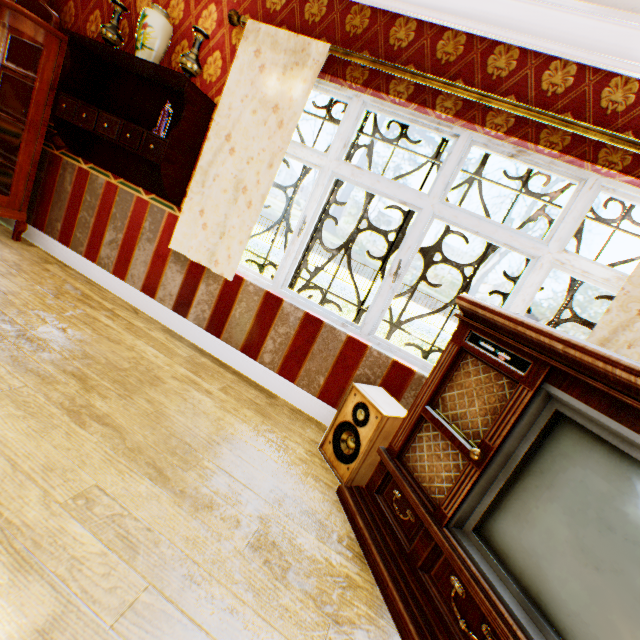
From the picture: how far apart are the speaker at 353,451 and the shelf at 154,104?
2.27m

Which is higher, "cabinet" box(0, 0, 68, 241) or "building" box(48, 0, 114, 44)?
"building" box(48, 0, 114, 44)

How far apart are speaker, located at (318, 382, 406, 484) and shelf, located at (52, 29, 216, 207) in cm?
227

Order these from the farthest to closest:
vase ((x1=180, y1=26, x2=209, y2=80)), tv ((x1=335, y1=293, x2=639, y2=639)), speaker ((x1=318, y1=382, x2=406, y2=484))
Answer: vase ((x1=180, y1=26, x2=209, y2=80)) < speaker ((x1=318, y1=382, x2=406, y2=484)) < tv ((x1=335, y1=293, x2=639, y2=639))

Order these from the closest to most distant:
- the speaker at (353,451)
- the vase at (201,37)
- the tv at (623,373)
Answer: the tv at (623,373)
the speaker at (353,451)
the vase at (201,37)

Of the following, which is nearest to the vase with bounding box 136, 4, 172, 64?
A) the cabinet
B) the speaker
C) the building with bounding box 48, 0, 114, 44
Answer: the building with bounding box 48, 0, 114, 44

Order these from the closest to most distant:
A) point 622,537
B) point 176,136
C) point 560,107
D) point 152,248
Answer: point 622,537, point 560,107, point 176,136, point 152,248

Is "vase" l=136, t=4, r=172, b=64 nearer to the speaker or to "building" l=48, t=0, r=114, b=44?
"building" l=48, t=0, r=114, b=44
